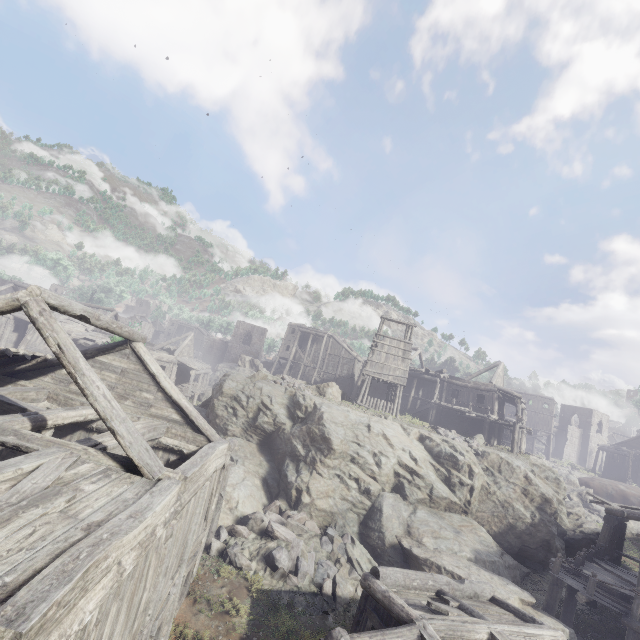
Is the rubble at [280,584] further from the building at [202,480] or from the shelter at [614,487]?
the shelter at [614,487]

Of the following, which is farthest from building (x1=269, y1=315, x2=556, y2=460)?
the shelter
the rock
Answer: the shelter

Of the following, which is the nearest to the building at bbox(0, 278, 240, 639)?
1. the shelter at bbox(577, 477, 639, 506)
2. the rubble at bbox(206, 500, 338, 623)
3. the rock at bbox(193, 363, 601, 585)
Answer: the rock at bbox(193, 363, 601, 585)

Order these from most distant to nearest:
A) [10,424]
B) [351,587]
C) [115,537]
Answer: [351,587]
[10,424]
[115,537]

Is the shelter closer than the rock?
No

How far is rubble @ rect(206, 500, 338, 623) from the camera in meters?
11.8 m

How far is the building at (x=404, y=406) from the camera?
28.0 meters

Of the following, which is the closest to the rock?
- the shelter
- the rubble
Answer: the rubble
